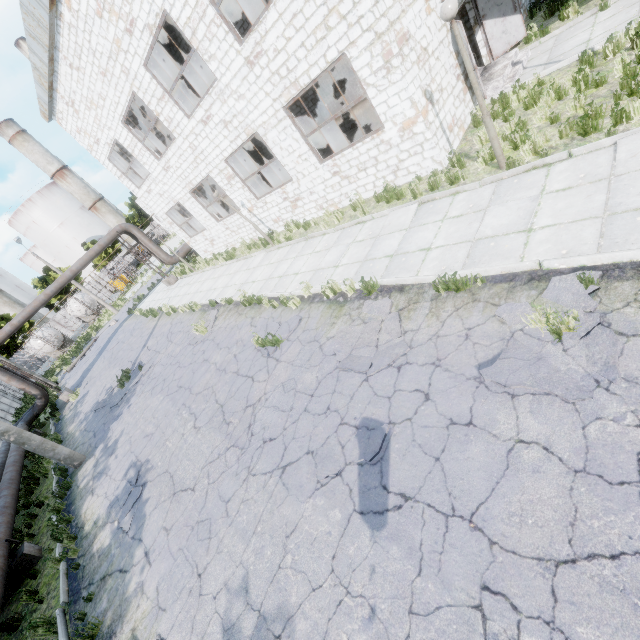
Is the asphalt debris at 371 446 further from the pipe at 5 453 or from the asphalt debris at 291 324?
the pipe at 5 453

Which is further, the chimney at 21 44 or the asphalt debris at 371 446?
the chimney at 21 44

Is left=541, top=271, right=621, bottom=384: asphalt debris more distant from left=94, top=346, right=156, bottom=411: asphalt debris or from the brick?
the brick

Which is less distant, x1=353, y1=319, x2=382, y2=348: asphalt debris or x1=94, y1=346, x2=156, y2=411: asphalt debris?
x1=353, y1=319, x2=382, y2=348: asphalt debris

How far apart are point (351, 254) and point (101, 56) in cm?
1285

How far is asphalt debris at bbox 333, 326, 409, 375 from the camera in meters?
5.8 m

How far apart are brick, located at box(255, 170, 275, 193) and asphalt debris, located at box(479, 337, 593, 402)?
23.8m

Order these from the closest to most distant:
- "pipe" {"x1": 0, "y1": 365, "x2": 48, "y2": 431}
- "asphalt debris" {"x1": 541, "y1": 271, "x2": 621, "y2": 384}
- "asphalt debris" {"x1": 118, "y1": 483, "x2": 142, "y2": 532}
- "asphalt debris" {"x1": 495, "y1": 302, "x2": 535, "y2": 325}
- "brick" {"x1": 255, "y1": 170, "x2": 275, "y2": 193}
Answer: "asphalt debris" {"x1": 541, "y1": 271, "x2": 621, "y2": 384} < "asphalt debris" {"x1": 495, "y1": 302, "x2": 535, "y2": 325} < "asphalt debris" {"x1": 118, "y1": 483, "x2": 142, "y2": 532} < "pipe" {"x1": 0, "y1": 365, "x2": 48, "y2": 431} < "brick" {"x1": 255, "y1": 170, "x2": 275, "y2": 193}
